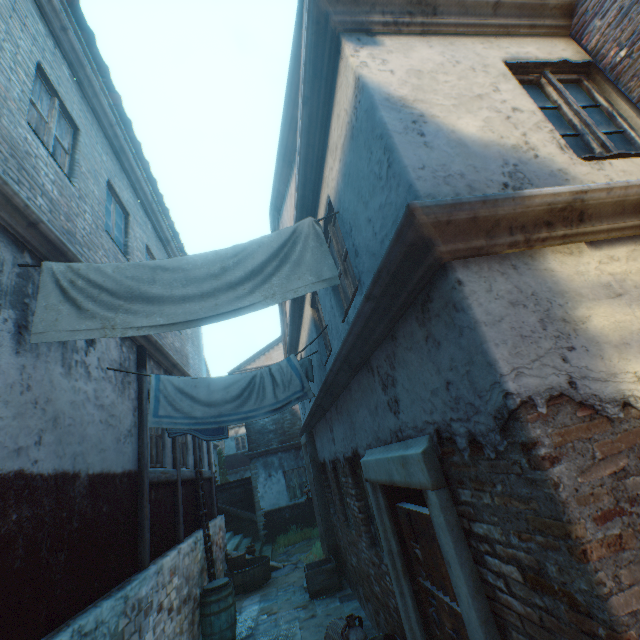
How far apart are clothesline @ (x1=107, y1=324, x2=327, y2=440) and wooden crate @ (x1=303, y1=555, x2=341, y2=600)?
4.46m

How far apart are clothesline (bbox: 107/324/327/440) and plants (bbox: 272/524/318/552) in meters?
9.7 m

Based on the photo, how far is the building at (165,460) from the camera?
6.41m

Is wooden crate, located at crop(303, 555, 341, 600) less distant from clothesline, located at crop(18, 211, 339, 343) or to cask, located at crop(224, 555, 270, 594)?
cask, located at crop(224, 555, 270, 594)

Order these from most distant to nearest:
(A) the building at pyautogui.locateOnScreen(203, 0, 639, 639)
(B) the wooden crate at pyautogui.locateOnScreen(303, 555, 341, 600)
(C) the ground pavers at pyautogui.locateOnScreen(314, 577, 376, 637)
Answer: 1. (B) the wooden crate at pyautogui.locateOnScreen(303, 555, 341, 600)
2. (C) the ground pavers at pyautogui.locateOnScreen(314, 577, 376, 637)
3. (A) the building at pyautogui.locateOnScreen(203, 0, 639, 639)

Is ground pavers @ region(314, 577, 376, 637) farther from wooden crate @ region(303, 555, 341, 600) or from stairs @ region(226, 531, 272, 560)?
stairs @ region(226, 531, 272, 560)

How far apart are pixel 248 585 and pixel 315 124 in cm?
1144

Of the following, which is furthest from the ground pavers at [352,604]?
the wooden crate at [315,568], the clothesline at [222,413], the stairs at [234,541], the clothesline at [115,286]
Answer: the clothesline at [115,286]
